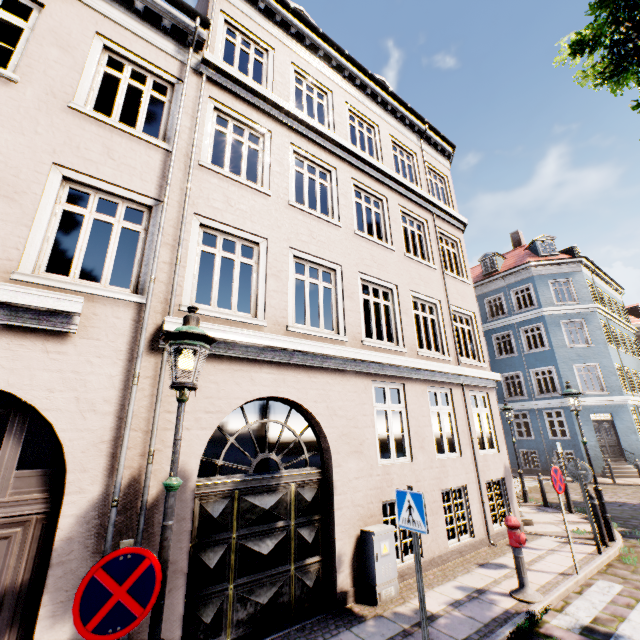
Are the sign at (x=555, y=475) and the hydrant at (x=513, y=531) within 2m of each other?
yes

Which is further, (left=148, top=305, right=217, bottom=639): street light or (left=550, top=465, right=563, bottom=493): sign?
(left=550, top=465, right=563, bottom=493): sign

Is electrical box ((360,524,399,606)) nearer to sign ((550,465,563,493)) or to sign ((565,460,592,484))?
sign ((550,465,563,493))

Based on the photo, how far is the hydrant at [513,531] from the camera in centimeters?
537cm

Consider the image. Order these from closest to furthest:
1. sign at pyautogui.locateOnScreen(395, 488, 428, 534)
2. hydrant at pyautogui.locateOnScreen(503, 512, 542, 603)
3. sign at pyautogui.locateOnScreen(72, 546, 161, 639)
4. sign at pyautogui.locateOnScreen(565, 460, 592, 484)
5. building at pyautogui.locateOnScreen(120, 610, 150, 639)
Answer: sign at pyautogui.locateOnScreen(72, 546, 161, 639) < building at pyautogui.locateOnScreen(120, 610, 150, 639) < sign at pyautogui.locateOnScreen(395, 488, 428, 534) < hydrant at pyautogui.locateOnScreen(503, 512, 542, 603) < sign at pyautogui.locateOnScreen(565, 460, 592, 484)

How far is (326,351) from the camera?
6.4m

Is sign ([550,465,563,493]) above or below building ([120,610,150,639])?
above

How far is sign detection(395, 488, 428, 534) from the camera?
4.3 meters
